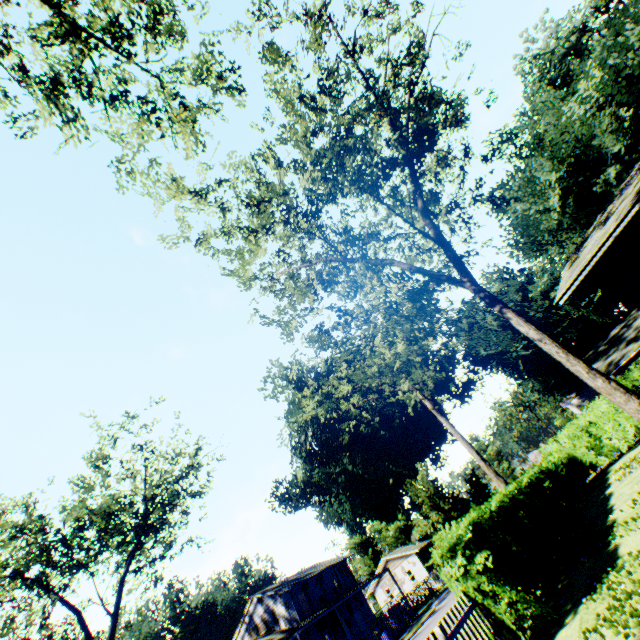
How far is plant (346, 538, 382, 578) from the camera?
57.16m

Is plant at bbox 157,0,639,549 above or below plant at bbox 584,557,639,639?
above

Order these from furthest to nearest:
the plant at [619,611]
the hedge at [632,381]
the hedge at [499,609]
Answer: the hedge at [632,381]
the hedge at [499,609]
the plant at [619,611]

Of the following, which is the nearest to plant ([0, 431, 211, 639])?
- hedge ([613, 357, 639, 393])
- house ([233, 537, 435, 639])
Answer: house ([233, 537, 435, 639])

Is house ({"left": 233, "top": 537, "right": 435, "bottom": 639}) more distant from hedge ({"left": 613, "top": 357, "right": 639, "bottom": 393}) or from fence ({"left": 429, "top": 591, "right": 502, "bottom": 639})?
fence ({"left": 429, "top": 591, "right": 502, "bottom": 639})

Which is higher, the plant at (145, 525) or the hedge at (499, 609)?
the plant at (145, 525)

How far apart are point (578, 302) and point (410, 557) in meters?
→ 44.0

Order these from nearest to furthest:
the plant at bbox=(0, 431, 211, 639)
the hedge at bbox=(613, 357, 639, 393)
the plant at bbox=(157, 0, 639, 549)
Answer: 1. the plant at bbox=(157, 0, 639, 549)
2. the hedge at bbox=(613, 357, 639, 393)
3. the plant at bbox=(0, 431, 211, 639)
